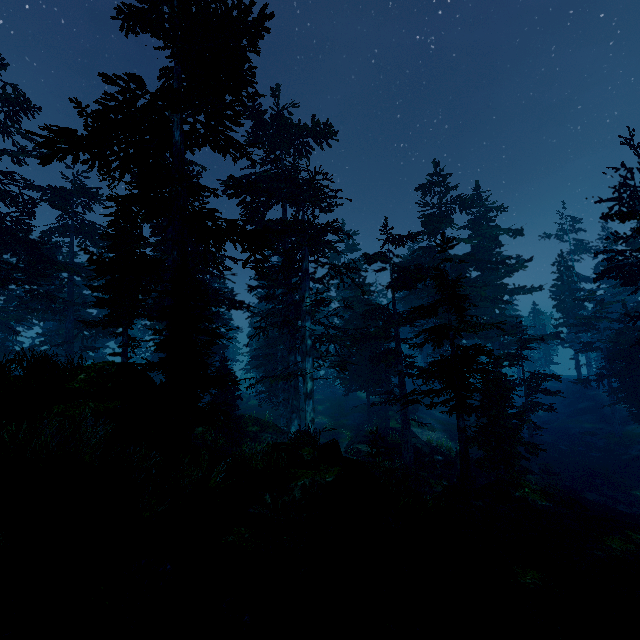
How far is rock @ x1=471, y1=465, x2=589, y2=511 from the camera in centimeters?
1398cm

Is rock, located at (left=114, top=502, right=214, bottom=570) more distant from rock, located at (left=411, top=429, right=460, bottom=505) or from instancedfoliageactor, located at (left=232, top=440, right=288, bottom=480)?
rock, located at (left=411, top=429, right=460, bottom=505)

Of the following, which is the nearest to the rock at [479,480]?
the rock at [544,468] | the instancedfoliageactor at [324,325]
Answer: the instancedfoliageactor at [324,325]

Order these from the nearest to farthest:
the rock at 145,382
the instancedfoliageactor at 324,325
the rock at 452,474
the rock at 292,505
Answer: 1. the instancedfoliageactor at 324,325
2. the rock at 292,505
3. the rock at 145,382
4. the rock at 452,474

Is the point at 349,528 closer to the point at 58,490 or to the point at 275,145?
the point at 58,490

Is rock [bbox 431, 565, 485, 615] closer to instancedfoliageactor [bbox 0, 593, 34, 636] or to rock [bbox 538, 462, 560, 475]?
instancedfoliageactor [bbox 0, 593, 34, 636]

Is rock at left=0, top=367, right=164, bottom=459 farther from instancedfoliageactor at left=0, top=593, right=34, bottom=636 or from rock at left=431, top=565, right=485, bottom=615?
rock at left=431, top=565, right=485, bottom=615
